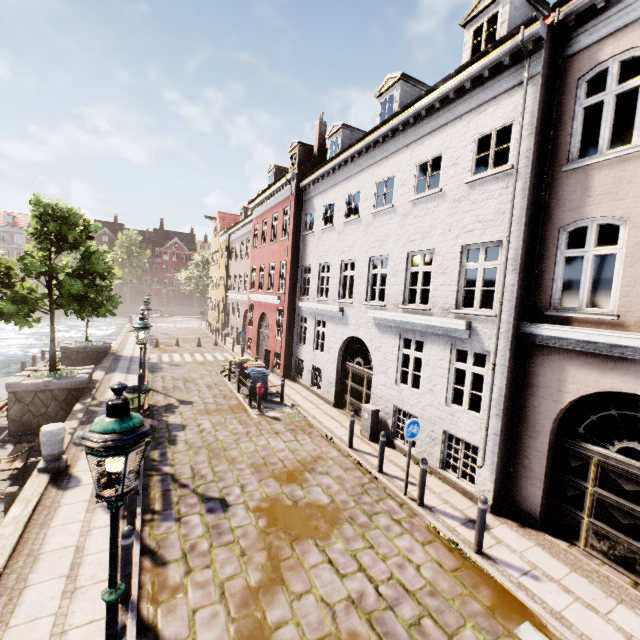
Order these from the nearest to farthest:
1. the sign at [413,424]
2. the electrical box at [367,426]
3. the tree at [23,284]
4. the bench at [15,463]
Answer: the sign at [413,424] → the bench at [15,463] → the electrical box at [367,426] → the tree at [23,284]

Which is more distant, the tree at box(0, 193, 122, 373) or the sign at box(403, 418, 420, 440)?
the tree at box(0, 193, 122, 373)

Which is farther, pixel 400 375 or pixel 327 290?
pixel 327 290

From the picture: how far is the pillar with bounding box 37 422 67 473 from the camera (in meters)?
7.54

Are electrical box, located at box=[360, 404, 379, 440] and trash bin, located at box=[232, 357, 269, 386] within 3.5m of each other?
no

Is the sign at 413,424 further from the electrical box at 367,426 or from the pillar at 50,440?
the pillar at 50,440

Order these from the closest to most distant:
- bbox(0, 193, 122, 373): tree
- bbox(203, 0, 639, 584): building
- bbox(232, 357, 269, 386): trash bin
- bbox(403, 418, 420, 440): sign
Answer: bbox(203, 0, 639, 584): building → bbox(403, 418, 420, 440): sign → bbox(0, 193, 122, 373): tree → bbox(232, 357, 269, 386): trash bin

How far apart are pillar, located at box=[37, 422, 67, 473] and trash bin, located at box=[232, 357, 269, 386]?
7.6m
